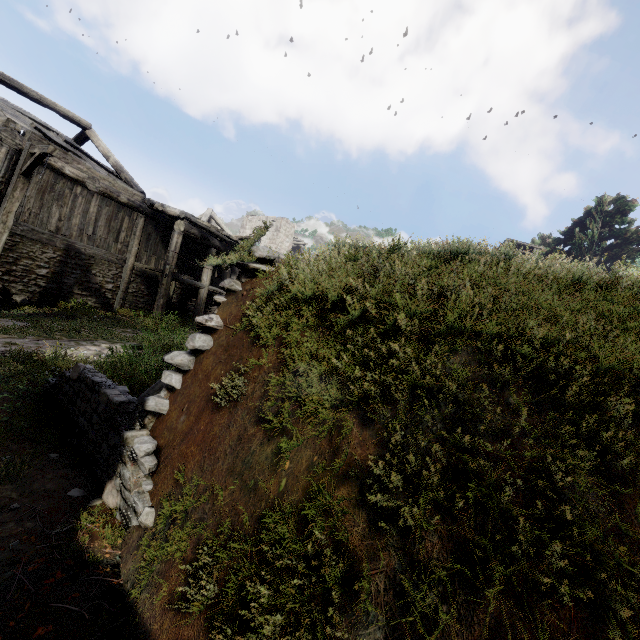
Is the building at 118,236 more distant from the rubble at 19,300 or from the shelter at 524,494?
the shelter at 524,494

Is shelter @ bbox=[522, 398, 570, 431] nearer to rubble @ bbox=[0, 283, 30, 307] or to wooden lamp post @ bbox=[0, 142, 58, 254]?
wooden lamp post @ bbox=[0, 142, 58, 254]

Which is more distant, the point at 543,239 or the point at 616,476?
the point at 543,239

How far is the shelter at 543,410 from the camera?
1.80m

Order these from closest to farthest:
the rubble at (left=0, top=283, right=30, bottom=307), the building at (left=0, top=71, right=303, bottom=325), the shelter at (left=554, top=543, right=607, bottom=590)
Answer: the shelter at (left=554, top=543, right=607, bottom=590) → the rubble at (left=0, top=283, right=30, bottom=307) → the building at (left=0, top=71, right=303, bottom=325)

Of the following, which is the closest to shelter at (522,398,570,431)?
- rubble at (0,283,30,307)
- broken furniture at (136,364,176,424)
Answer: broken furniture at (136,364,176,424)

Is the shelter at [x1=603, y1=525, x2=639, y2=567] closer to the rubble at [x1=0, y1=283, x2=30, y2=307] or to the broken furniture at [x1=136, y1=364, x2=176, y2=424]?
the broken furniture at [x1=136, y1=364, x2=176, y2=424]

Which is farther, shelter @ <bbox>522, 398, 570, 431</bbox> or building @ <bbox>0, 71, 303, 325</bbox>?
building @ <bbox>0, 71, 303, 325</bbox>
